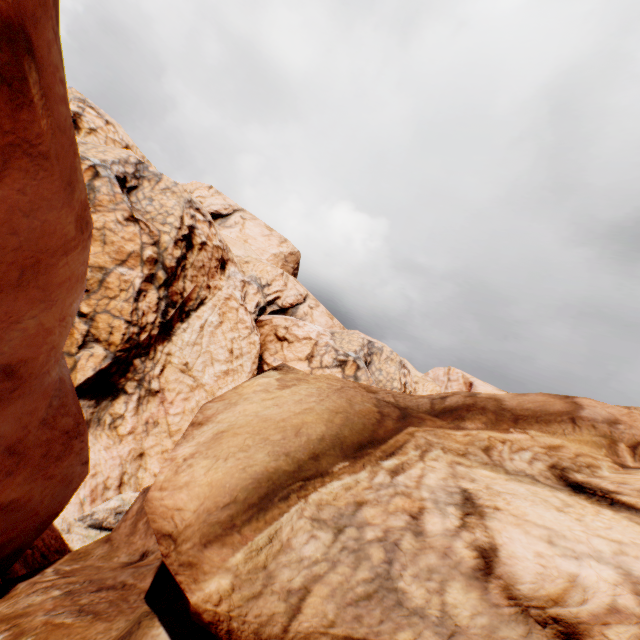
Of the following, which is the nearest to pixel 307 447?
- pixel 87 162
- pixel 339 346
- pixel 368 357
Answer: pixel 87 162
